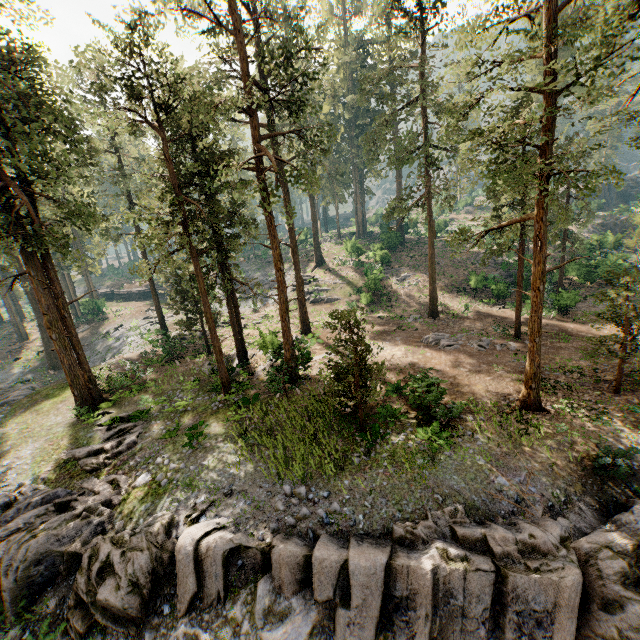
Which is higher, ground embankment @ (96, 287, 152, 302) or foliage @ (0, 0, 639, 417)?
foliage @ (0, 0, 639, 417)

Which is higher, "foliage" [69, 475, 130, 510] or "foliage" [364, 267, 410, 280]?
"foliage" [364, 267, 410, 280]

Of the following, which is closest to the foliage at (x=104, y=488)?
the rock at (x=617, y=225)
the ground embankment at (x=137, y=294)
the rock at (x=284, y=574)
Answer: the rock at (x=284, y=574)

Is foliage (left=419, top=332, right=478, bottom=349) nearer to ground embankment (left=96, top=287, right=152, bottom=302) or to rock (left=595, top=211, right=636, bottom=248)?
ground embankment (left=96, top=287, right=152, bottom=302)

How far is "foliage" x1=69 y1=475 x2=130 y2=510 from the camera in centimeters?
1311cm

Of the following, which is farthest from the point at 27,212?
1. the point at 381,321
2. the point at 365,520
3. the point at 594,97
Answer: the point at 594,97

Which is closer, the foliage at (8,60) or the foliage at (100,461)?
the foliage at (8,60)
